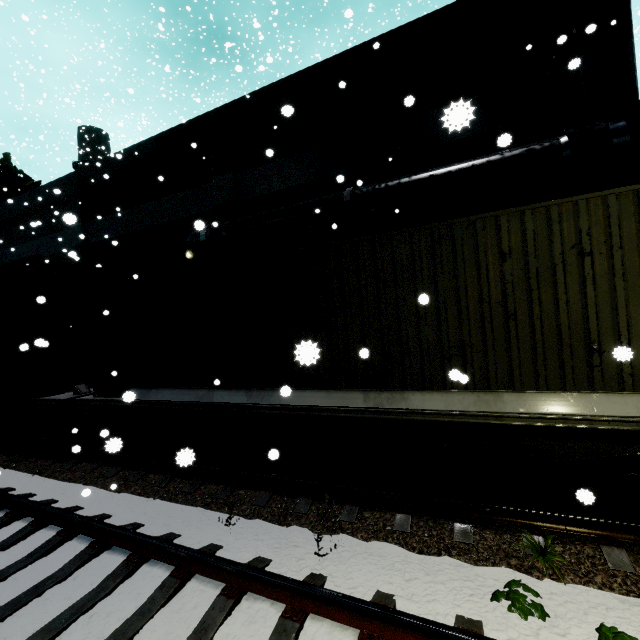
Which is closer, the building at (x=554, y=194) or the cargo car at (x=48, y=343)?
the building at (x=554, y=194)

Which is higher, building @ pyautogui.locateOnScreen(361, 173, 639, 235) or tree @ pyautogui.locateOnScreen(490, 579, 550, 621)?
building @ pyautogui.locateOnScreen(361, 173, 639, 235)

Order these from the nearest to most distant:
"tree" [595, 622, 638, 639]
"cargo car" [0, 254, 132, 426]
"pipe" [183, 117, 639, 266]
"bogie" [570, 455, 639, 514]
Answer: "tree" [595, 622, 638, 639] < "bogie" [570, 455, 639, 514] < "pipe" [183, 117, 639, 266] < "cargo car" [0, 254, 132, 426]

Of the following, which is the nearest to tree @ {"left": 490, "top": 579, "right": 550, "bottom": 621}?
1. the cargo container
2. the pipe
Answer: the cargo container

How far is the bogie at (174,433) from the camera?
6.8 meters

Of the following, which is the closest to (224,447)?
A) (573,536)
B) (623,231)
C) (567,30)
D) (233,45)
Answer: (573,536)

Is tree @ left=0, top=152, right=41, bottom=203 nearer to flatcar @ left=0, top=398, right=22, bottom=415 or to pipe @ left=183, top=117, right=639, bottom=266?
flatcar @ left=0, top=398, right=22, bottom=415

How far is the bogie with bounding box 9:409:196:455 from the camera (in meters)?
6.82
